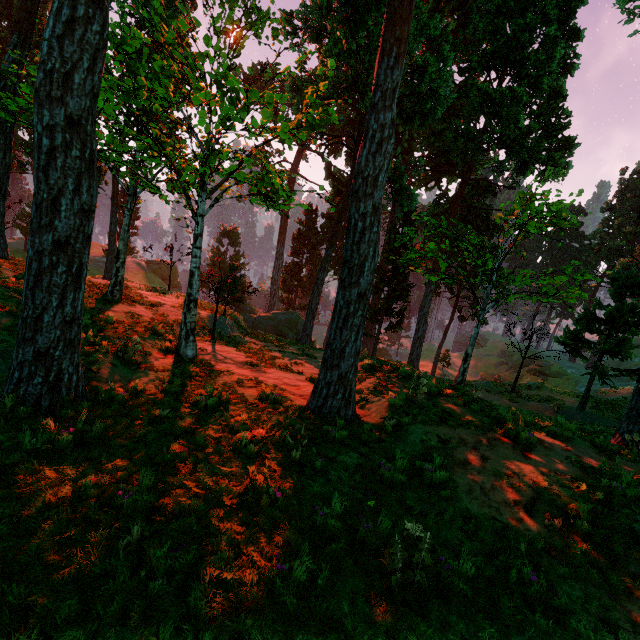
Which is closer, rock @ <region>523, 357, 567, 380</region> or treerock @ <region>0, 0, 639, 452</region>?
treerock @ <region>0, 0, 639, 452</region>

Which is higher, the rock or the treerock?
the treerock

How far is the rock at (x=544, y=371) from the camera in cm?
5354

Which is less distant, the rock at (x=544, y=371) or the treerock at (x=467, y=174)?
the treerock at (x=467, y=174)

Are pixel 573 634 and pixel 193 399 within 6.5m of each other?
no

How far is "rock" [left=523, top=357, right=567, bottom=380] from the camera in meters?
53.5 m
